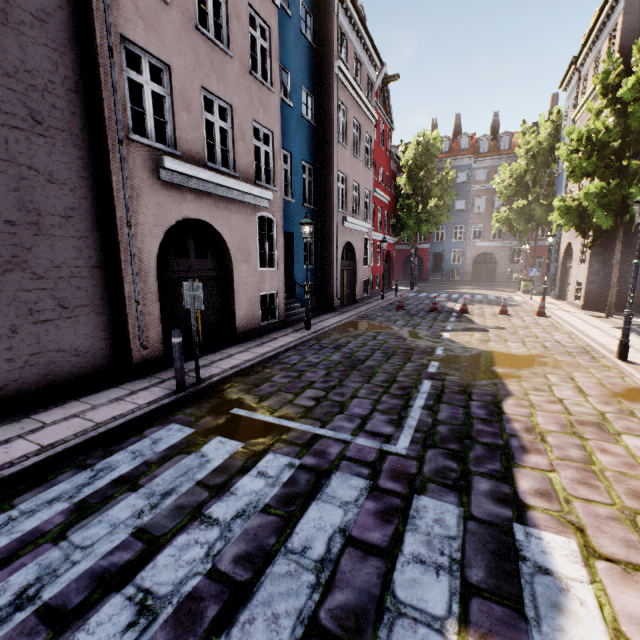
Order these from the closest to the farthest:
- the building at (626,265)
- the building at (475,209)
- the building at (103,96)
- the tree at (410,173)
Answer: the building at (103,96)
the building at (626,265)
the tree at (410,173)
the building at (475,209)

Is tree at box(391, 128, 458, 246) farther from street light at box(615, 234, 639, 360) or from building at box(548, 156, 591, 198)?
street light at box(615, 234, 639, 360)

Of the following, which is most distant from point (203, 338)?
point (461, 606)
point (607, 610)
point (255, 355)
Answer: point (607, 610)

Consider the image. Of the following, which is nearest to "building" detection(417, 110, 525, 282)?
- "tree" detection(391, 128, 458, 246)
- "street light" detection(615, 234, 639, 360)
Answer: "street light" detection(615, 234, 639, 360)

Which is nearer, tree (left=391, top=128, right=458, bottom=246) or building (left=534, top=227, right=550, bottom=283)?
tree (left=391, top=128, right=458, bottom=246)

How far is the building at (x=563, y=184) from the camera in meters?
17.2 m

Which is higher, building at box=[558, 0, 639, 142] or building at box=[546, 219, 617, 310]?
building at box=[558, 0, 639, 142]

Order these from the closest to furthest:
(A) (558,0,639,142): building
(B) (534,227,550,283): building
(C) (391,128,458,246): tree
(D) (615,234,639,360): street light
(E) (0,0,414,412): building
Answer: (E) (0,0,414,412): building < (D) (615,234,639,360): street light < (A) (558,0,639,142): building < (C) (391,128,458,246): tree < (B) (534,227,550,283): building
